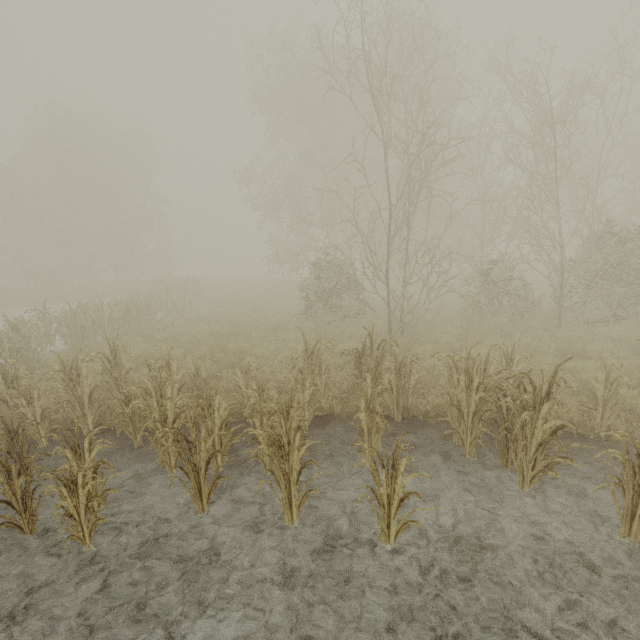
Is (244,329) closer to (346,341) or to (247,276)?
(346,341)
